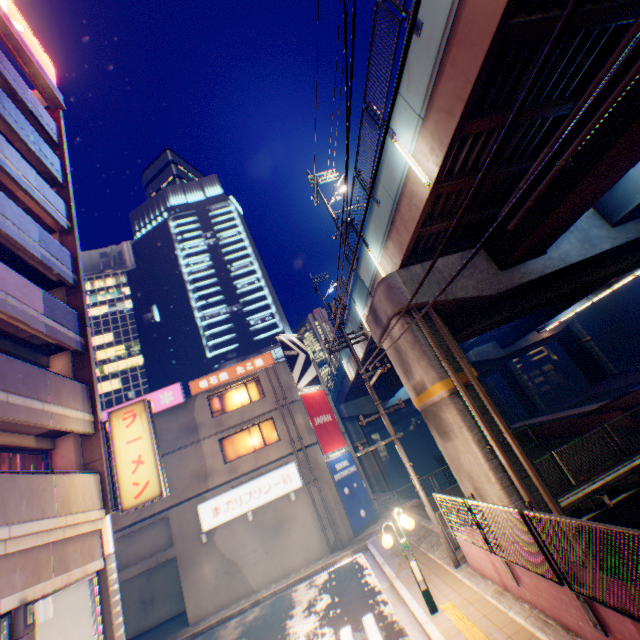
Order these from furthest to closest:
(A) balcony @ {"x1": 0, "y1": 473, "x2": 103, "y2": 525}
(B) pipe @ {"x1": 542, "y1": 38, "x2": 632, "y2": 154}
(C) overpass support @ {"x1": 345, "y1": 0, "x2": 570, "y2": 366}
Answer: (A) balcony @ {"x1": 0, "y1": 473, "x2": 103, "y2": 525} → (B) pipe @ {"x1": 542, "y1": 38, "x2": 632, "y2": 154} → (C) overpass support @ {"x1": 345, "y1": 0, "x2": 570, "y2": 366}

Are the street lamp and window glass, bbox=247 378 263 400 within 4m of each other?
no

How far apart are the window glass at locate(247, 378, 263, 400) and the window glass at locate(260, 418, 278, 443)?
1.47m

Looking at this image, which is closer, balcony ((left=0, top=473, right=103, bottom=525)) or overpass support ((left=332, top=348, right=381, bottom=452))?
balcony ((left=0, top=473, right=103, bottom=525))

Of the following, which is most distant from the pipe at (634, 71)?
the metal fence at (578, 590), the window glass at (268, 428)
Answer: the window glass at (268, 428)

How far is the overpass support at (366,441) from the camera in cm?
2642

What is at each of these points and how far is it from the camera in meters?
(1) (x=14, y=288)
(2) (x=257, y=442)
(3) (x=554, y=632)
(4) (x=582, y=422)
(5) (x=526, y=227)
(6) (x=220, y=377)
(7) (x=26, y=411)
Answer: (1) balcony, 9.8 m
(2) window glass, 21.1 m
(3) concrete curb, 5.9 m
(4) concrete block, 17.0 m
(5) overpass support, 10.2 m
(6) sign, 22.2 m
(7) balcony, 8.6 m

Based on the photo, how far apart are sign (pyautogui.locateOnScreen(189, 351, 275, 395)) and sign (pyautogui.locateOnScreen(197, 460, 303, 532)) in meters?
6.2
